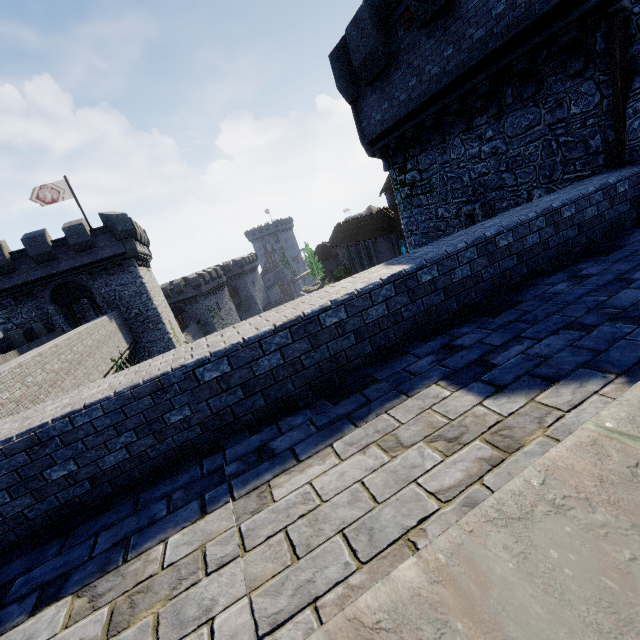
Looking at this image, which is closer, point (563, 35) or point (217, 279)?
point (563, 35)

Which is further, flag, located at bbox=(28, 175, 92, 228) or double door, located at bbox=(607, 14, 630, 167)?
flag, located at bbox=(28, 175, 92, 228)

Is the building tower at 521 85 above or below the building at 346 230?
above

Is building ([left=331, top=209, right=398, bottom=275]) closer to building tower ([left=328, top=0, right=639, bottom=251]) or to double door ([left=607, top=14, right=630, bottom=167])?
building tower ([left=328, top=0, right=639, bottom=251])

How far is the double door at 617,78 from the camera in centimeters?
588cm

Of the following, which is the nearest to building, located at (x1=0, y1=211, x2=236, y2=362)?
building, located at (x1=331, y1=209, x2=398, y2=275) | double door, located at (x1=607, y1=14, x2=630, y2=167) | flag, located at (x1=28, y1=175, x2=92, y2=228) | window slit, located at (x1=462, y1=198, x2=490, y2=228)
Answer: flag, located at (x1=28, y1=175, x2=92, y2=228)

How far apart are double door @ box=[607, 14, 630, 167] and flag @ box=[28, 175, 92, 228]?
30.27m

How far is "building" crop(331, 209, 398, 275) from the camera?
46.2 meters
